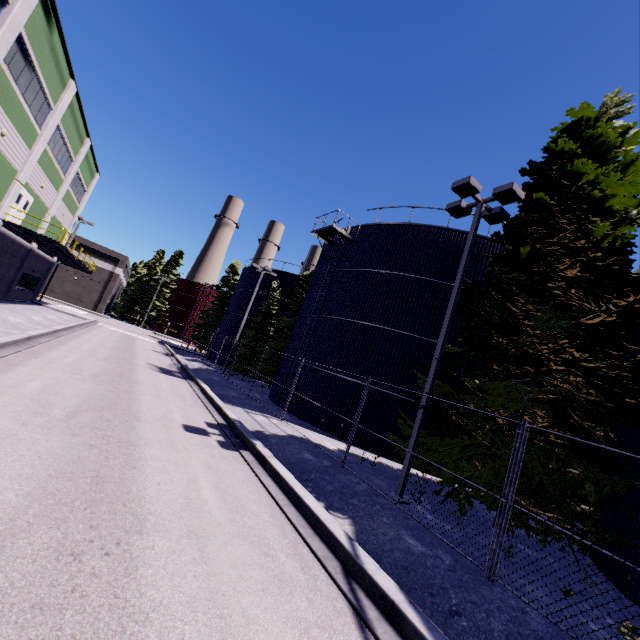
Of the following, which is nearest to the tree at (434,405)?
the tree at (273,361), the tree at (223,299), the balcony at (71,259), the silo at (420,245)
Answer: the silo at (420,245)

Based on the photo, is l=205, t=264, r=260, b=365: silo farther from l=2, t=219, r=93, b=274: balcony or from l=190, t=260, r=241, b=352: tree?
l=2, t=219, r=93, b=274: balcony

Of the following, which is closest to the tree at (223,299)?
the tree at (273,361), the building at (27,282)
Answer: the building at (27,282)

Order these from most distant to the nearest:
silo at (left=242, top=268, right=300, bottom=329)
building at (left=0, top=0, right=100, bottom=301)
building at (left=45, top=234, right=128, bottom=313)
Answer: building at (left=45, top=234, right=128, bottom=313)
silo at (left=242, top=268, right=300, bottom=329)
building at (left=0, top=0, right=100, bottom=301)

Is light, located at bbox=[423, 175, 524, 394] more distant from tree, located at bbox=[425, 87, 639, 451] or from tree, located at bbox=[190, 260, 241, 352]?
tree, located at bbox=[190, 260, 241, 352]

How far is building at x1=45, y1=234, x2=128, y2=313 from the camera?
52.3m

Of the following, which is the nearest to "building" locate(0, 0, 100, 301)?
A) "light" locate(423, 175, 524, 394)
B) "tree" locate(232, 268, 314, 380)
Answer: "light" locate(423, 175, 524, 394)

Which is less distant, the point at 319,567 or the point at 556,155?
the point at 319,567
